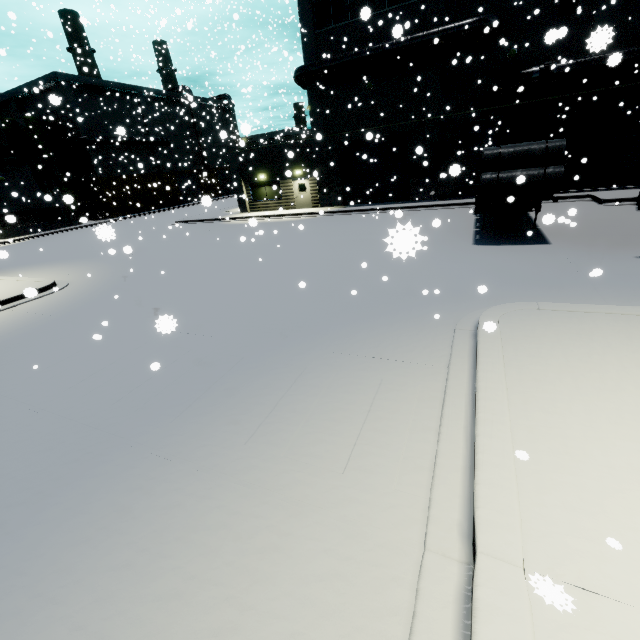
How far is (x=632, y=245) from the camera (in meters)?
9.75

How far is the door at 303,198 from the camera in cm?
2567

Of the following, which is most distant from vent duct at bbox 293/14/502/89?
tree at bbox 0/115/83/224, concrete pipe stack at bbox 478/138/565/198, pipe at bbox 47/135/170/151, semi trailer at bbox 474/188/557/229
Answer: tree at bbox 0/115/83/224

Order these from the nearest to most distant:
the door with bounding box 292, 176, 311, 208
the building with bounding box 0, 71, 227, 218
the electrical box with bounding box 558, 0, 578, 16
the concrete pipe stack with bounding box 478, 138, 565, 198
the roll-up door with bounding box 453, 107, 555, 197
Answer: the concrete pipe stack with bounding box 478, 138, 565, 198 < the electrical box with bounding box 558, 0, 578, 16 < the roll-up door with bounding box 453, 107, 555, 197 < the door with bounding box 292, 176, 311, 208 < the building with bounding box 0, 71, 227, 218

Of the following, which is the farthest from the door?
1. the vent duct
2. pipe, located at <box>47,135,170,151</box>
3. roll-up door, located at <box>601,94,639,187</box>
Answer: pipe, located at <box>47,135,170,151</box>

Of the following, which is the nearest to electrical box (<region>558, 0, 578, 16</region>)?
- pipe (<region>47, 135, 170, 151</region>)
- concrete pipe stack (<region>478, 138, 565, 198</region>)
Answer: concrete pipe stack (<region>478, 138, 565, 198</region>)

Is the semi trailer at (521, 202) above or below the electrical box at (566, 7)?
below

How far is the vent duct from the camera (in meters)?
17.03
